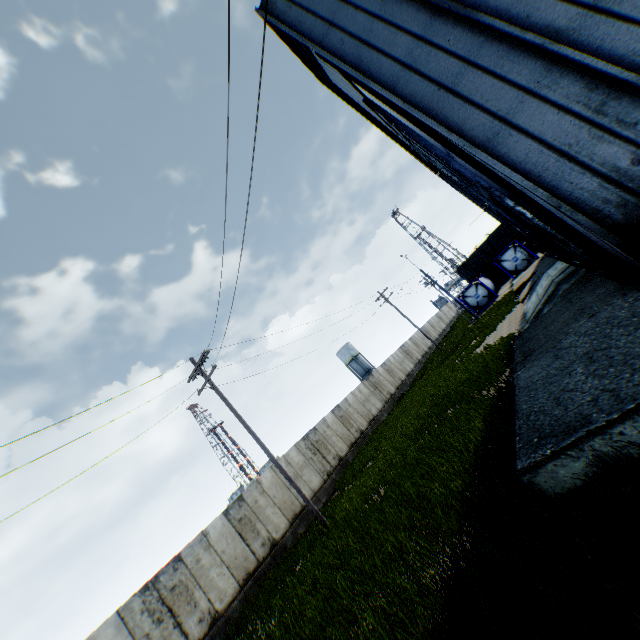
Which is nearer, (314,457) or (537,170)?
(537,170)

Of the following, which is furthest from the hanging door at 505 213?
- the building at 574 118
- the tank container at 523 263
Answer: the tank container at 523 263

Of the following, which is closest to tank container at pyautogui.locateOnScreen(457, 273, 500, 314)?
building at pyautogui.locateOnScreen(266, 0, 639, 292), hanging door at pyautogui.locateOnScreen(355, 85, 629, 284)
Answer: building at pyautogui.locateOnScreen(266, 0, 639, 292)

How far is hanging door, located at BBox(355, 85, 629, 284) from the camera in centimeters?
1009cm

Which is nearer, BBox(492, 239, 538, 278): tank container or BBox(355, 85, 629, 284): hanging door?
BBox(355, 85, 629, 284): hanging door

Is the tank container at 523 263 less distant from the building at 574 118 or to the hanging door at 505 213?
the building at 574 118

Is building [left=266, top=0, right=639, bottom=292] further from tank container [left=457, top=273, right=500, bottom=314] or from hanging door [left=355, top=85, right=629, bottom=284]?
tank container [left=457, top=273, right=500, bottom=314]
